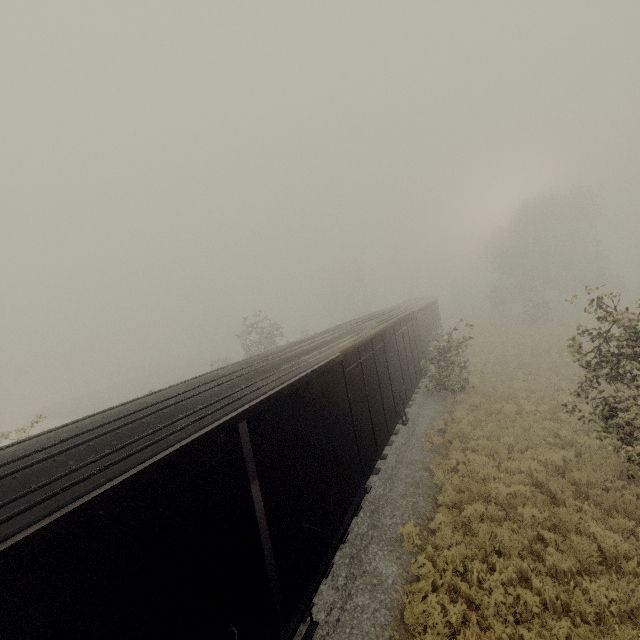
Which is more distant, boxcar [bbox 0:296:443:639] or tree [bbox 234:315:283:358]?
tree [bbox 234:315:283:358]

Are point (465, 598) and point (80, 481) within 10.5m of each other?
yes

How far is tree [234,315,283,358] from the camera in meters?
26.1 m

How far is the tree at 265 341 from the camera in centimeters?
2608cm

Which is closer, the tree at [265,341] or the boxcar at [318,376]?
the boxcar at [318,376]
